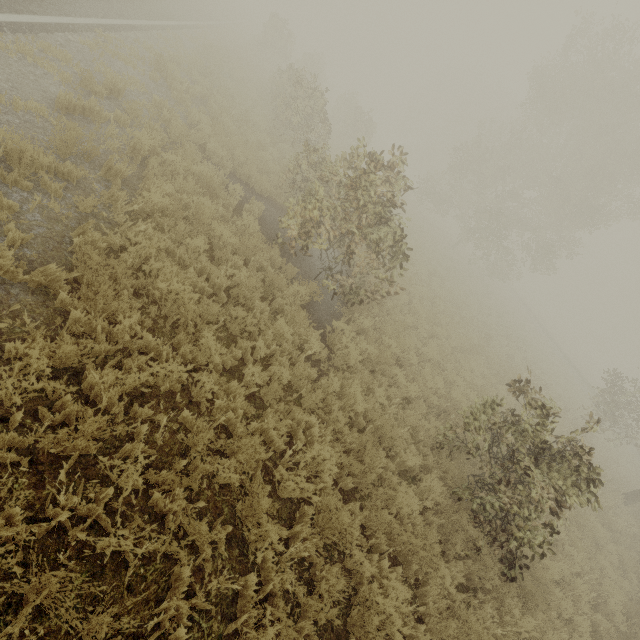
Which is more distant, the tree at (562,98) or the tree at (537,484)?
the tree at (562,98)

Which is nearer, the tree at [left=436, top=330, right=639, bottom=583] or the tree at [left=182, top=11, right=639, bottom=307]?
the tree at [left=436, top=330, right=639, bottom=583]

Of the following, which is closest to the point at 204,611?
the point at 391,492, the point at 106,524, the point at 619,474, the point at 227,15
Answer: the point at 106,524
